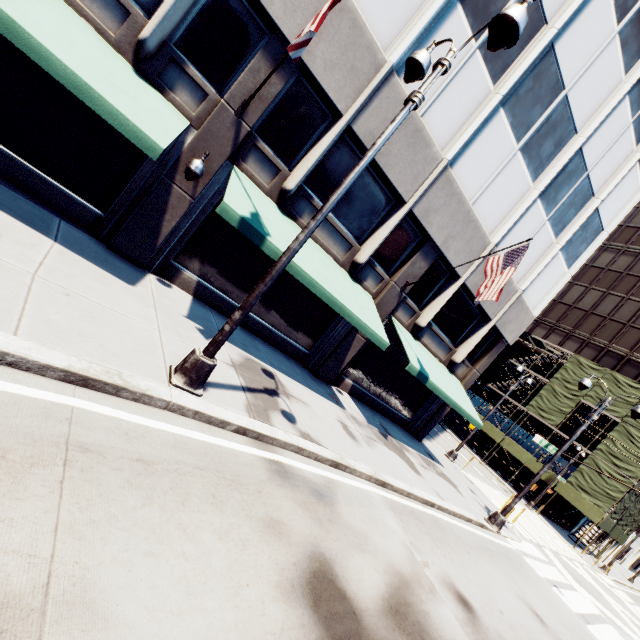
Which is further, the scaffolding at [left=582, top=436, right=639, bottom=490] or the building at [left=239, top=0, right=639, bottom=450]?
the scaffolding at [left=582, top=436, right=639, bottom=490]

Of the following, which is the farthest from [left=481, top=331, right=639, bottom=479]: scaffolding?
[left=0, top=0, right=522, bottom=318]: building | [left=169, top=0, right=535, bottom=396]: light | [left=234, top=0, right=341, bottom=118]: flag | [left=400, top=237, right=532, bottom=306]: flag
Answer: [left=234, top=0, right=341, bottom=118]: flag

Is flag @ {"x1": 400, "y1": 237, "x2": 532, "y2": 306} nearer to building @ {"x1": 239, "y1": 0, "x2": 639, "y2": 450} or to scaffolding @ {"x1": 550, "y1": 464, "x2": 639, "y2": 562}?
building @ {"x1": 239, "y1": 0, "x2": 639, "y2": 450}

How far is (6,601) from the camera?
2.04m

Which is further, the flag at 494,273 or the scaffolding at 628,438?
the scaffolding at 628,438

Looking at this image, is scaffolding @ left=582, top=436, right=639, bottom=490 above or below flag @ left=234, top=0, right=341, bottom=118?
above

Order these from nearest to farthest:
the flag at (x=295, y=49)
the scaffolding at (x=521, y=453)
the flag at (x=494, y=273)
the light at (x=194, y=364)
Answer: the light at (x=194, y=364)
the flag at (x=295, y=49)
the flag at (x=494, y=273)
the scaffolding at (x=521, y=453)

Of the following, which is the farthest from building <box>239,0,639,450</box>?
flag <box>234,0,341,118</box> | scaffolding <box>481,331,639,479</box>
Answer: scaffolding <box>481,331,639,479</box>
